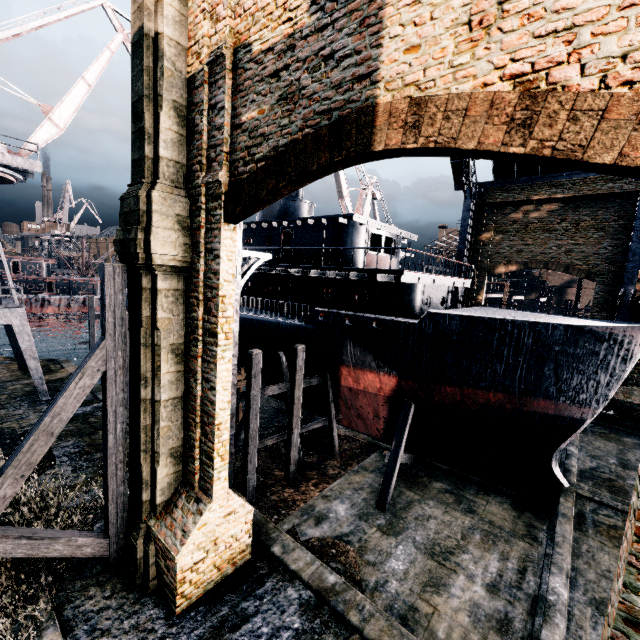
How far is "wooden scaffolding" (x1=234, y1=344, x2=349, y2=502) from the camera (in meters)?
15.17

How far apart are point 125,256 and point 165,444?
5.4m

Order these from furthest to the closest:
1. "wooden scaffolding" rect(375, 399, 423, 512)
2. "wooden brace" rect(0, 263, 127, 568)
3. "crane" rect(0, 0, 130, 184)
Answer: "crane" rect(0, 0, 130, 184), "wooden scaffolding" rect(375, 399, 423, 512), "wooden brace" rect(0, 263, 127, 568)

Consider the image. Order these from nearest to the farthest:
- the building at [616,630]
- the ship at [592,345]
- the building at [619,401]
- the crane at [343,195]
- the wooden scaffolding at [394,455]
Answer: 1. the building at [616,630]
2. the ship at [592,345]
3. the wooden scaffolding at [394,455]
4. the building at [619,401]
5. the crane at [343,195]

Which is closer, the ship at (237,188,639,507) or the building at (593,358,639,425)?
the ship at (237,188,639,507)

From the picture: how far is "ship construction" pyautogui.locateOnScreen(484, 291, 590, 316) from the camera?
34.50m

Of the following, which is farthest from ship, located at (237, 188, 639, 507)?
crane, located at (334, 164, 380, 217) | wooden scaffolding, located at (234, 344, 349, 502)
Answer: crane, located at (334, 164, 380, 217)

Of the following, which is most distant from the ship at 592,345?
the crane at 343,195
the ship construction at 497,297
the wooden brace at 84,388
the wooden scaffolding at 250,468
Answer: the ship construction at 497,297
